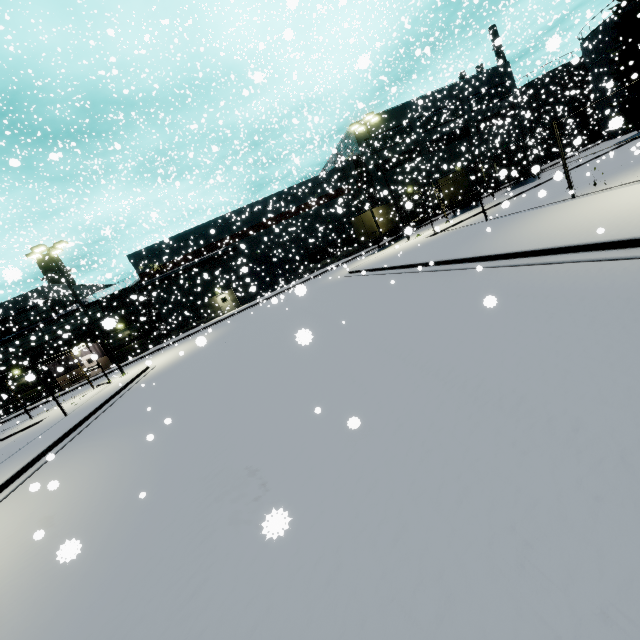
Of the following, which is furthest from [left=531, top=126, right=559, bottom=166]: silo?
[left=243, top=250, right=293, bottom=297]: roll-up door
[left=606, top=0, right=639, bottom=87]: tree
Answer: [left=243, top=250, right=293, bottom=297]: roll-up door

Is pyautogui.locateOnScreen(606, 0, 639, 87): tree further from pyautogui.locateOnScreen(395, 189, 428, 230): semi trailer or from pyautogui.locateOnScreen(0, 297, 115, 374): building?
pyautogui.locateOnScreen(395, 189, 428, 230): semi trailer

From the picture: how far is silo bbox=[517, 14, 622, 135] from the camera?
34.3 meters

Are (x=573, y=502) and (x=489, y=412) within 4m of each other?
yes

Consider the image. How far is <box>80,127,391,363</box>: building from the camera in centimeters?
3728cm

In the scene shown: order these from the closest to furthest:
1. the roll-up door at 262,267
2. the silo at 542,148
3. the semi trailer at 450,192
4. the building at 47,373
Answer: the semi trailer at 450,192 < the building at 47,373 < the roll-up door at 262,267 < the silo at 542,148

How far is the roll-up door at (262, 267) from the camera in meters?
40.2
